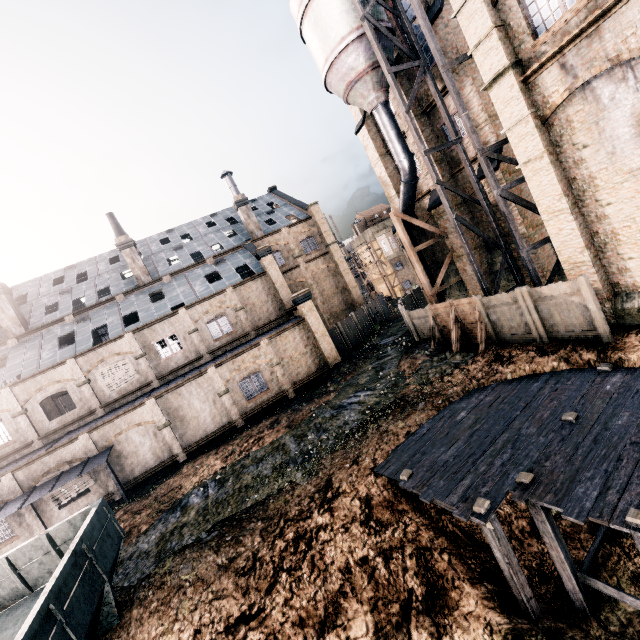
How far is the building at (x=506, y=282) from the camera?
21.1 meters

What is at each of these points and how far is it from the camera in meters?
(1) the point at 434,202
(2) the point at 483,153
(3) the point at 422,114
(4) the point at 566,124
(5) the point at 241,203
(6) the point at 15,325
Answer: (1) building, 22.2
(2) silo, 14.7
(3) building, 21.7
(4) building, 11.9
(5) chimney, 35.2
(6) chimney, 28.3

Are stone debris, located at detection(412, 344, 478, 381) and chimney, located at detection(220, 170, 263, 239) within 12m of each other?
no

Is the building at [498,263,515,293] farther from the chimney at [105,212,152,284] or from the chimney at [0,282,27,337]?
the chimney at [0,282,27,337]

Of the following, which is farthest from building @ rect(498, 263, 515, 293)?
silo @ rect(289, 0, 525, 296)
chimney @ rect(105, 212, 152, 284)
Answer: chimney @ rect(105, 212, 152, 284)

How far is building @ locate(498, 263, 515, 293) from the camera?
21.1m

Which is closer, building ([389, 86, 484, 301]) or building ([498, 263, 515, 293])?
building ([498, 263, 515, 293])

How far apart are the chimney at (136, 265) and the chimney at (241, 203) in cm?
1078
